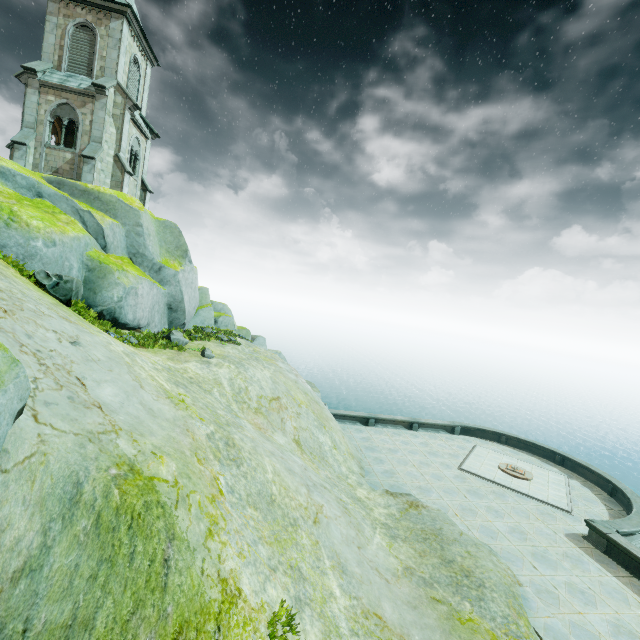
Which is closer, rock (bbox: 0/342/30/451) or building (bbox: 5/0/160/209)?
rock (bbox: 0/342/30/451)

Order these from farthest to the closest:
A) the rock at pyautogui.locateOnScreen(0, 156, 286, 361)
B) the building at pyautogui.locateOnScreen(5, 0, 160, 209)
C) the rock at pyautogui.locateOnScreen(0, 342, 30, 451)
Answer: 1. the building at pyautogui.locateOnScreen(5, 0, 160, 209)
2. the rock at pyautogui.locateOnScreen(0, 156, 286, 361)
3. the rock at pyautogui.locateOnScreen(0, 342, 30, 451)

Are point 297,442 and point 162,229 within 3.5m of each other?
no

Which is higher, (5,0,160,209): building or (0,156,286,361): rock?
(5,0,160,209): building

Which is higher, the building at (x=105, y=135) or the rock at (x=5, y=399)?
the building at (x=105, y=135)

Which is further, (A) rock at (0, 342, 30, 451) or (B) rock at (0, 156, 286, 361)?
(B) rock at (0, 156, 286, 361)

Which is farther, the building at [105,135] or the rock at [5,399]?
the building at [105,135]
